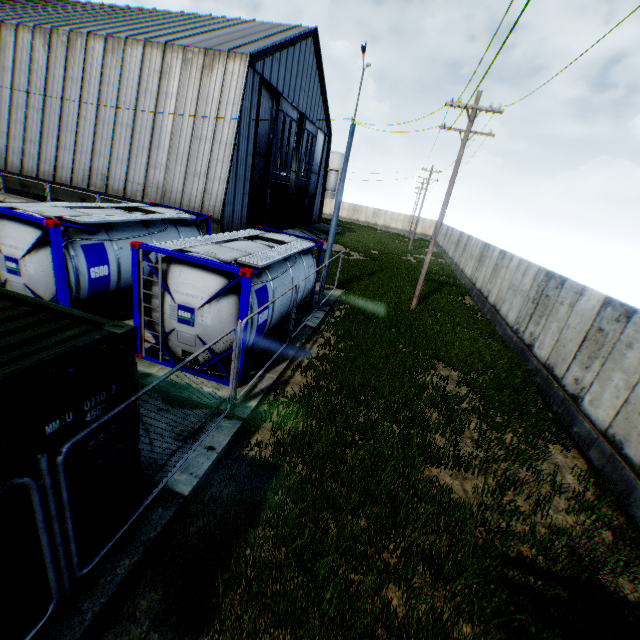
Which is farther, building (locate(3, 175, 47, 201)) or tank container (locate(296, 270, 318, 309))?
building (locate(3, 175, 47, 201))

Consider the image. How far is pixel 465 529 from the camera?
5.4 meters

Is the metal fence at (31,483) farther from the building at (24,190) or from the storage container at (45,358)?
the building at (24,190)

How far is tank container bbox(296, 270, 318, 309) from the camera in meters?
11.7

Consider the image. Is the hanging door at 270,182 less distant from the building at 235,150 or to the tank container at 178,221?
the building at 235,150

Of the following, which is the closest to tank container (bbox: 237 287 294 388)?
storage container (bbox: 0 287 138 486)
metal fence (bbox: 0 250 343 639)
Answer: metal fence (bbox: 0 250 343 639)

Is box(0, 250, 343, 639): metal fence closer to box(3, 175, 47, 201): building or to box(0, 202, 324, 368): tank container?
box(0, 202, 324, 368): tank container

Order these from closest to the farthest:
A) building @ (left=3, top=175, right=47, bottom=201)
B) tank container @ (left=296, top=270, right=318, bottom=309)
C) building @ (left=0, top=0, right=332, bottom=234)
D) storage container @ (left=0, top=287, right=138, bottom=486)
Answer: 1. storage container @ (left=0, top=287, right=138, bottom=486)
2. tank container @ (left=296, top=270, right=318, bottom=309)
3. building @ (left=0, top=0, right=332, bottom=234)
4. building @ (left=3, top=175, right=47, bottom=201)
